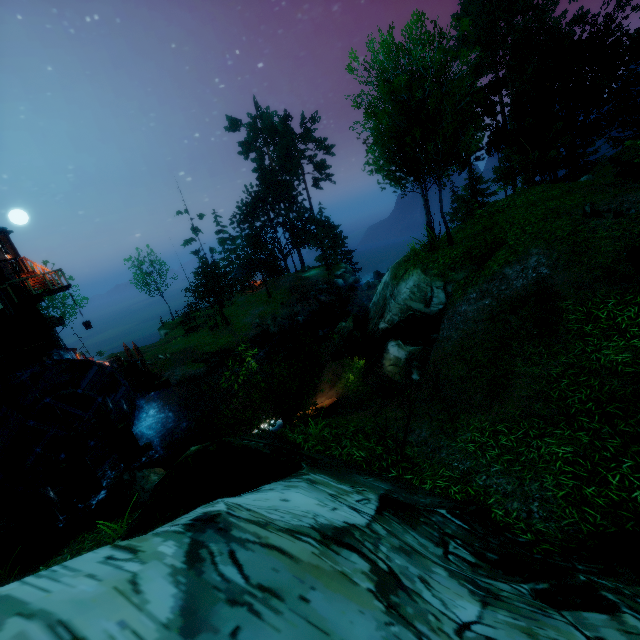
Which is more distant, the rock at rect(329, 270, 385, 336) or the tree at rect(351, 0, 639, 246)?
the rock at rect(329, 270, 385, 336)

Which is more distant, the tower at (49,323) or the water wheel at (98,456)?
the tower at (49,323)

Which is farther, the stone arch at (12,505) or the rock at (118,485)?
the stone arch at (12,505)

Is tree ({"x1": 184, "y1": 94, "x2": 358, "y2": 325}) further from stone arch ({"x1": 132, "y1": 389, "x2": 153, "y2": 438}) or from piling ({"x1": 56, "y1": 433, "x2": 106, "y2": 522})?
piling ({"x1": 56, "y1": 433, "x2": 106, "y2": 522})

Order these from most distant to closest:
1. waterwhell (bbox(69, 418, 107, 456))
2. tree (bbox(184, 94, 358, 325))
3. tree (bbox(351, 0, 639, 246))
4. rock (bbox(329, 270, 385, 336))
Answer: tree (bbox(184, 94, 358, 325))
rock (bbox(329, 270, 385, 336))
waterwhell (bbox(69, 418, 107, 456))
tree (bbox(351, 0, 639, 246))

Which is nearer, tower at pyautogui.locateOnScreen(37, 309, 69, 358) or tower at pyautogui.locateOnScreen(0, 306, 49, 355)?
tower at pyautogui.locateOnScreen(0, 306, 49, 355)

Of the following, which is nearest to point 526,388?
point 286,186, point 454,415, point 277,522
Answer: point 454,415

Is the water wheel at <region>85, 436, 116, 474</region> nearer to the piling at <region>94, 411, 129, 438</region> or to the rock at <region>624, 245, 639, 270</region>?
the piling at <region>94, 411, 129, 438</region>
